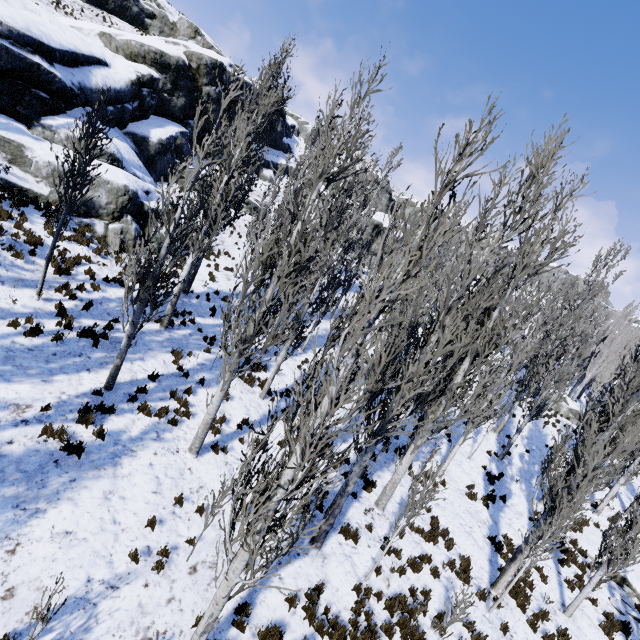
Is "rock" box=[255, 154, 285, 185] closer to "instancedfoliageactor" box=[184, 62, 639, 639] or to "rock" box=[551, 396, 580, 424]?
"instancedfoliageactor" box=[184, 62, 639, 639]

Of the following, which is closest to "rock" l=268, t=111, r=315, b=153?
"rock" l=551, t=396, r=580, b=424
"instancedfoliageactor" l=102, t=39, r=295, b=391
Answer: "instancedfoliageactor" l=102, t=39, r=295, b=391

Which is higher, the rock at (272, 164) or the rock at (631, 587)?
the rock at (272, 164)

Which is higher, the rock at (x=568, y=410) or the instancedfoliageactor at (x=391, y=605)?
the rock at (x=568, y=410)

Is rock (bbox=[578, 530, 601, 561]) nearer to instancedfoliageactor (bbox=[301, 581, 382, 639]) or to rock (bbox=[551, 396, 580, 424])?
instancedfoliageactor (bbox=[301, 581, 382, 639])

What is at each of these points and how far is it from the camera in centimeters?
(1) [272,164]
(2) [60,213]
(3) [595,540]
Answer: (1) rock, 3675cm
(2) instancedfoliageactor, 1398cm
(3) rock, 1480cm

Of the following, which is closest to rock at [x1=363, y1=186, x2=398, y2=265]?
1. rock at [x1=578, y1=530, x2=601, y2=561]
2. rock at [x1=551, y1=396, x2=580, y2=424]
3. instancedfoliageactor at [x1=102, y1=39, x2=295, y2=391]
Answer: instancedfoliageactor at [x1=102, y1=39, x2=295, y2=391]

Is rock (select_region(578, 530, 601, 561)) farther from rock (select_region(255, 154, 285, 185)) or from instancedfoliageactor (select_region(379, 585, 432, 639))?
rock (select_region(255, 154, 285, 185))
